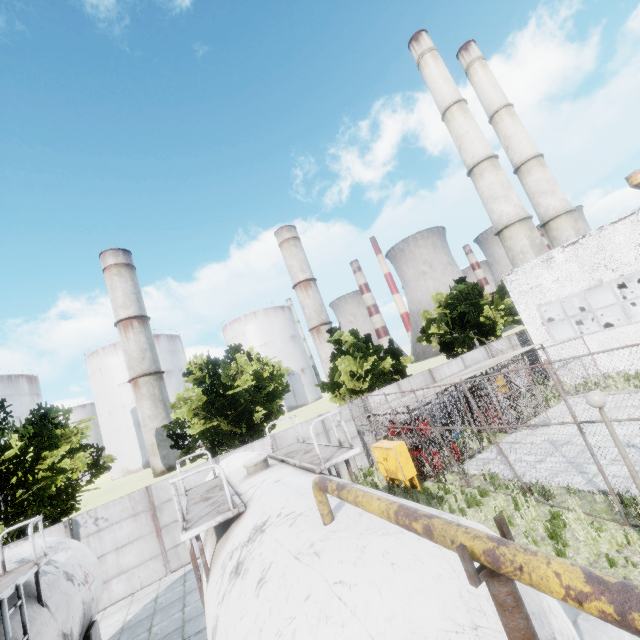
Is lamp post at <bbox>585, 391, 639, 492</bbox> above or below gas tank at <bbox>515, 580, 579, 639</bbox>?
above

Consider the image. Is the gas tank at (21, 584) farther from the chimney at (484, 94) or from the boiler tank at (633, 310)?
the chimney at (484, 94)

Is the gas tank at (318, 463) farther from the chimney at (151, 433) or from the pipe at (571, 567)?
the chimney at (151, 433)

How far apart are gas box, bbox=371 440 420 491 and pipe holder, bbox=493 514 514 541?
11.9 meters

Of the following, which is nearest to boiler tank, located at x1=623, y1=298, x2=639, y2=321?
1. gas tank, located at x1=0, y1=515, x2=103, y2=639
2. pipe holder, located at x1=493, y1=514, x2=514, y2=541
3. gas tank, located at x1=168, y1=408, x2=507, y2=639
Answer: gas tank, located at x1=168, y1=408, x2=507, y2=639

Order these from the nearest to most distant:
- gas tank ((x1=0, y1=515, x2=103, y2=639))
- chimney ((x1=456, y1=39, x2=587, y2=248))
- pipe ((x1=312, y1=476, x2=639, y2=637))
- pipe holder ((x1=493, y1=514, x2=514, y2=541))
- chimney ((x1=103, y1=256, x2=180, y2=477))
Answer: pipe ((x1=312, y1=476, x2=639, y2=637)) → pipe holder ((x1=493, y1=514, x2=514, y2=541)) → gas tank ((x1=0, y1=515, x2=103, y2=639)) → chimney ((x1=456, y1=39, x2=587, y2=248)) → chimney ((x1=103, y1=256, x2=180, y2=477))

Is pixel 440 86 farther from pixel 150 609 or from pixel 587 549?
pixel 150 609

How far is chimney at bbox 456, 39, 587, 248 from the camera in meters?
29.5
